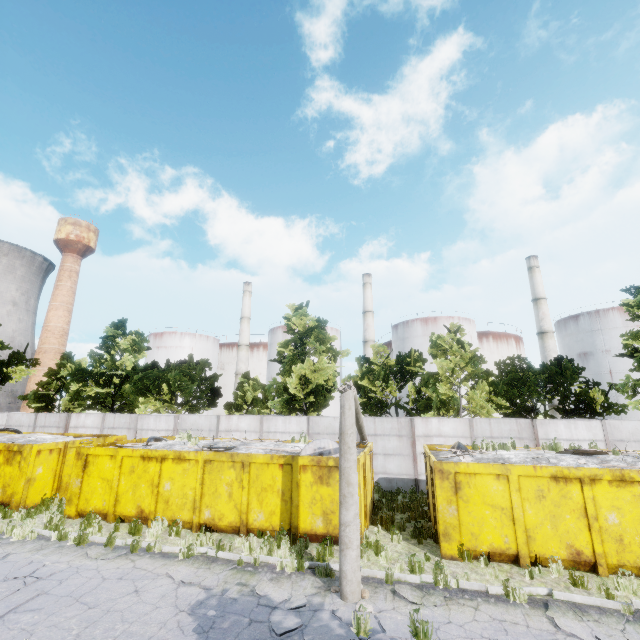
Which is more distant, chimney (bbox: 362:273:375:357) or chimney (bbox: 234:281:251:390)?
chimney (bbox: 234:281:251:390)

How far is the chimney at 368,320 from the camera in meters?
49.3

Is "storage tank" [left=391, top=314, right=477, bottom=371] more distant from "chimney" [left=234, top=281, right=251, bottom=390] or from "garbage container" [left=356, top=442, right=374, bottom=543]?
"garbage container" [left=356, top=442, right=374, bottom=543]

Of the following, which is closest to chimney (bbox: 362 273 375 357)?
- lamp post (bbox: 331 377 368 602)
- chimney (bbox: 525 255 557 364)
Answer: chimney (bbox: 525 255 557 364)

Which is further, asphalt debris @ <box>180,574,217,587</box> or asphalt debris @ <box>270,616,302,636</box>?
asphalt debris @ <box>180,574,217,587</box>

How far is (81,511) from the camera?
12.49m

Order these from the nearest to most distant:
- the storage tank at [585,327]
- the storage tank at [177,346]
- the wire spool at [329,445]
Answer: the wire spool at [329,445], the storage tank at [585,327], the storage tank at [177,346]

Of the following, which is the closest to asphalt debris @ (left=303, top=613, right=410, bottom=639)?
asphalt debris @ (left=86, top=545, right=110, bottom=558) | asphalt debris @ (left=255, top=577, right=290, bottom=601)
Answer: asphalt debris @ (left=255, top=577, right=290, bottom=601)
